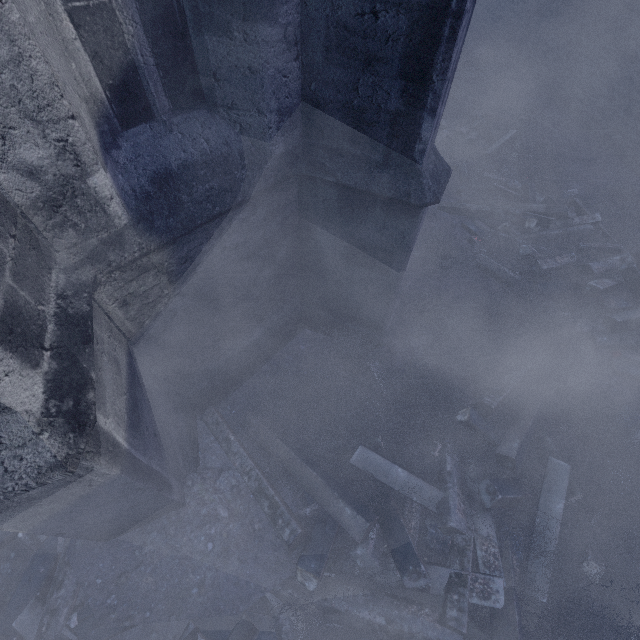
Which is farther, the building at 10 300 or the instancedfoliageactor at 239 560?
the instancedfoliageactor at 239 560

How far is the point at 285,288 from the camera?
4.19m

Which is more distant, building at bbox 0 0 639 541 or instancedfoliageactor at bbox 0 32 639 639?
instancedfoliageactor at bbox 0 32 639 639
